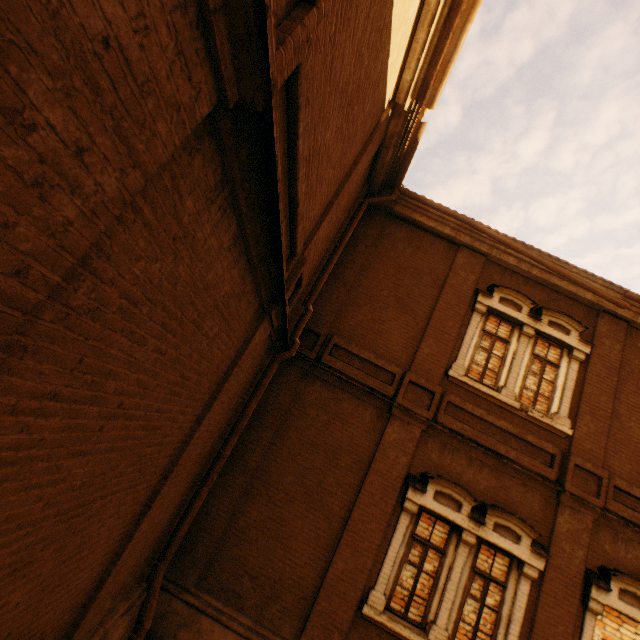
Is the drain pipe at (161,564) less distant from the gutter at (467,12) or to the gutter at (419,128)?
the gutter at (419,128)

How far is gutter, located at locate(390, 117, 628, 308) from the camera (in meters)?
6.85

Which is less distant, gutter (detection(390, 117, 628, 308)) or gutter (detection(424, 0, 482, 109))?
gutter (detection(424, 0, 482, 109))

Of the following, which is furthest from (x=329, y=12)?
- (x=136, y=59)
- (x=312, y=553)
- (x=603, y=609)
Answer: (x=603, y=609)

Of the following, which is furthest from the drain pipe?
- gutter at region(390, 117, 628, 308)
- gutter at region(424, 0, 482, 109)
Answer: gutter at region(424, 0, 482, 109)

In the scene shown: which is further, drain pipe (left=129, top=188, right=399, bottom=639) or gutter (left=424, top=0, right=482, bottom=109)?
drain pipe (left=129, top=188, right=399, bottom=639)

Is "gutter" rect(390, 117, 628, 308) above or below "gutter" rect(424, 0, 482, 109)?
below

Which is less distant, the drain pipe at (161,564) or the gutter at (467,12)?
the gutter at (467,12)
